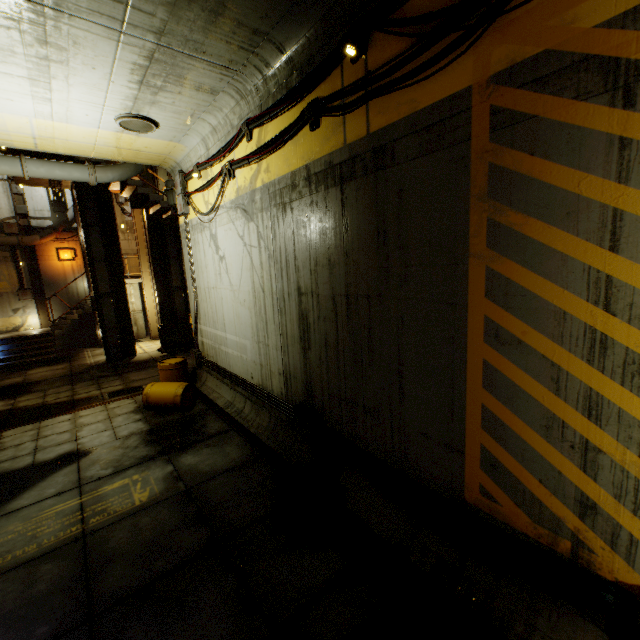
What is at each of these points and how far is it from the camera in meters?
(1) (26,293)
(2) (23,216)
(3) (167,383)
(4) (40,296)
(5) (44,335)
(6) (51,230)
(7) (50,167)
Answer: (1) cable, 17.3
(2) beam, 17.0
(3) barrel, 8.9
(4) beam, 17.8
(5) stairs, 16.1
(6) pipe, 17.4
(7) pipe, 8.7

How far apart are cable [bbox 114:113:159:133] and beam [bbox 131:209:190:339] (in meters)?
11.91

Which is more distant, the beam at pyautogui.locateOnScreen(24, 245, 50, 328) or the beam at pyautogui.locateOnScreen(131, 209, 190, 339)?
the beam at pyautogui.locateOnScreen(24, 245, 50, 328)

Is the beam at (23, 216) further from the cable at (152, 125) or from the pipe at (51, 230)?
the cable at (152, 125)

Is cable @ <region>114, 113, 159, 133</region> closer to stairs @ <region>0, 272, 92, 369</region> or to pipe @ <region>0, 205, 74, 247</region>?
pipe @ <region>0, 205, 74, 247</region>

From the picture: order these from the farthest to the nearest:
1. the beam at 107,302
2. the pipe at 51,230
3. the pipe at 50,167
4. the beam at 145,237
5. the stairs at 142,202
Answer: the pipe at 51,230
the beam at 145,237
the beam at 107,302
the stairs at 142,202
the pipe at 50,167

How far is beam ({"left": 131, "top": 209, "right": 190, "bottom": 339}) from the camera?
15.38m

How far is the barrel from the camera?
8.53m
